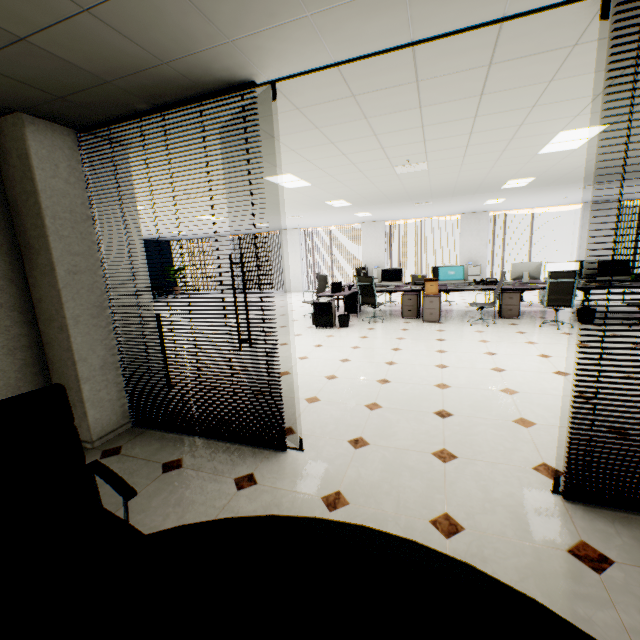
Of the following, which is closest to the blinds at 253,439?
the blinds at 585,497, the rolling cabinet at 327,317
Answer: the blinds at 585,497

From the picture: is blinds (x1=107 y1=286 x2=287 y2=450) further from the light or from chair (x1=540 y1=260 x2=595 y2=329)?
chair (x1=540 y1=260 x2=595 y2=329)

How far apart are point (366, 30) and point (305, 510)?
3.1m

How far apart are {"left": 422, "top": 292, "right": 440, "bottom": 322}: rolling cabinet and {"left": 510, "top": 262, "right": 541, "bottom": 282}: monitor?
1.98m

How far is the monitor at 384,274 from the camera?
8.59m

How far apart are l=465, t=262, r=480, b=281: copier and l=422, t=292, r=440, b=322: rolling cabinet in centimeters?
566cm

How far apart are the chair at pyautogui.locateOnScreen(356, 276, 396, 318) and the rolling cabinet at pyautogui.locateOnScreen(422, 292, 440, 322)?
0.9 meters

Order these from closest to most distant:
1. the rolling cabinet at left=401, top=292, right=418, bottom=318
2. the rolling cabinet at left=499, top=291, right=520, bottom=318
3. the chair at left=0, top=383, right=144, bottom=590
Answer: the chair at left=0, top=383, right=144, bottom=590, the rolling cabinet at left=499, top=291, right=520, bottom=318, the rolling cabinet at left=401, top=292, right=418, bottom=318
